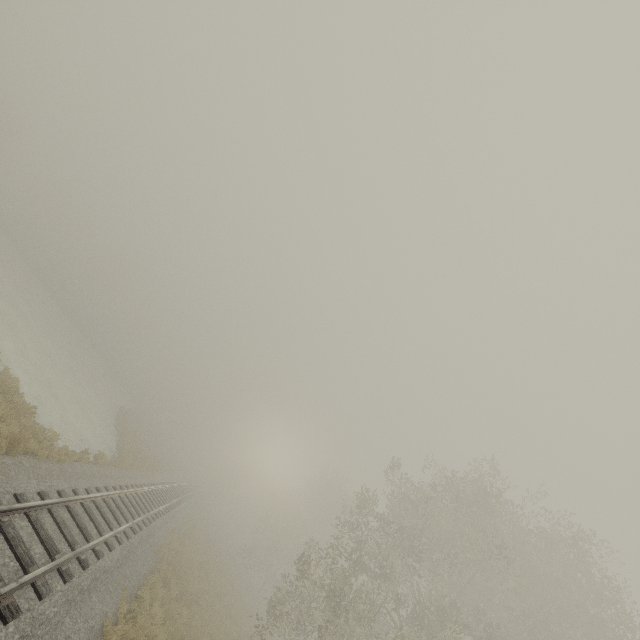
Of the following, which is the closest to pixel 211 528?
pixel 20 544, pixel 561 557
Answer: pixel 561 557
